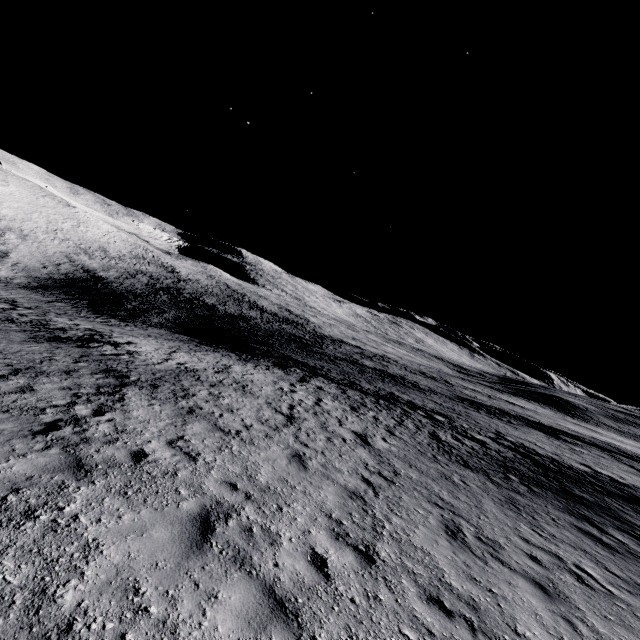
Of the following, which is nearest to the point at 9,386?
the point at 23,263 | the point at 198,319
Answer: the point at 198,319
